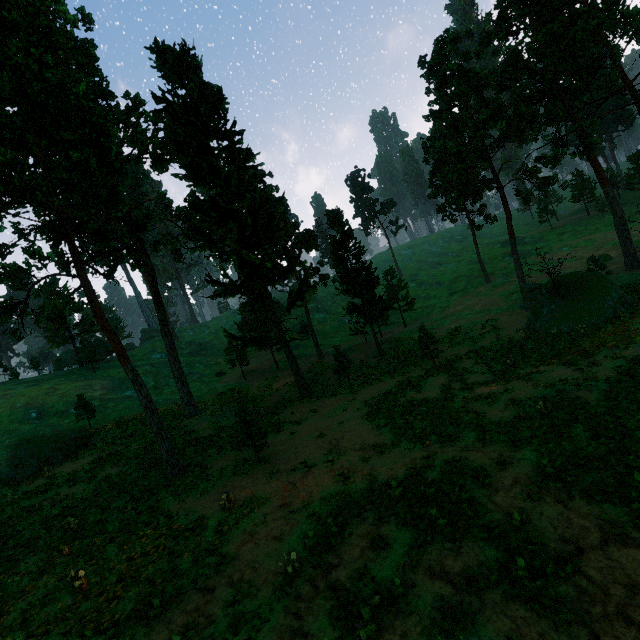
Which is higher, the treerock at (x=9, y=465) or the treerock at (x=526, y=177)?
the treerock at (x=526, y=177)

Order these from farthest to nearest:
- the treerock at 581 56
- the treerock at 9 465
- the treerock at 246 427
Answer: the treerock at 581 56 → the treerock at 9 465 → the treerock at 246 427

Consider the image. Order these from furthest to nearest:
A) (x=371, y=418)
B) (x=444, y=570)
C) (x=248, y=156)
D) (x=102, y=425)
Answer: (x=102, y=425)
(x=248, y=156)
(x=371, y=418)
(x=444, y=570)

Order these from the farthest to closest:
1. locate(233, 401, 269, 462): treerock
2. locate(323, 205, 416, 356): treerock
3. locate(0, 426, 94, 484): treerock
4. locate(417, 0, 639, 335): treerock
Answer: locate(323, 205, 416, 356): treerock
locate(417, 0, 639, 335): treerock
locate(0, 426, 94, 484): treerock
locate(233, 401, 269, 462): treerock

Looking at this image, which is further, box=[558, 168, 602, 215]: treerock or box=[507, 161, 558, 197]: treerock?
box=[558, 168, 602, 215]: treerock

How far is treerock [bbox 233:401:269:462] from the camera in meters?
18.2
